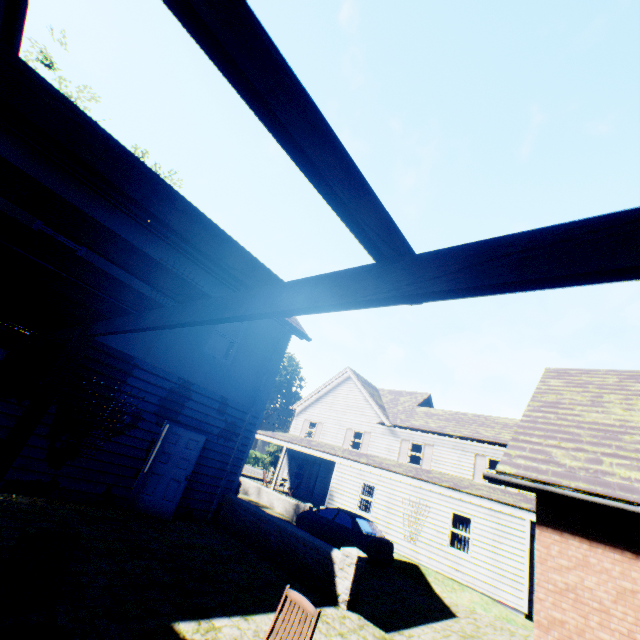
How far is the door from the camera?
8.41m

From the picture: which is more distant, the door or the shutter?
the shutter

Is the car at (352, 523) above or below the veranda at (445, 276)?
below

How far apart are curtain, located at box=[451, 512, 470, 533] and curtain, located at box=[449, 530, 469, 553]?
0.1 meters

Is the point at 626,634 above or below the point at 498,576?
above

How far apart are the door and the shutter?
17.2m

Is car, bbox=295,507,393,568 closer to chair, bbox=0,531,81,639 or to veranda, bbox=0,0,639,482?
veranda, bbox=0,0,639,482

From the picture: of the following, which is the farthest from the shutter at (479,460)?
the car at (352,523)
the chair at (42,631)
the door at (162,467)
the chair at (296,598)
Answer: the chair at (42,631)
